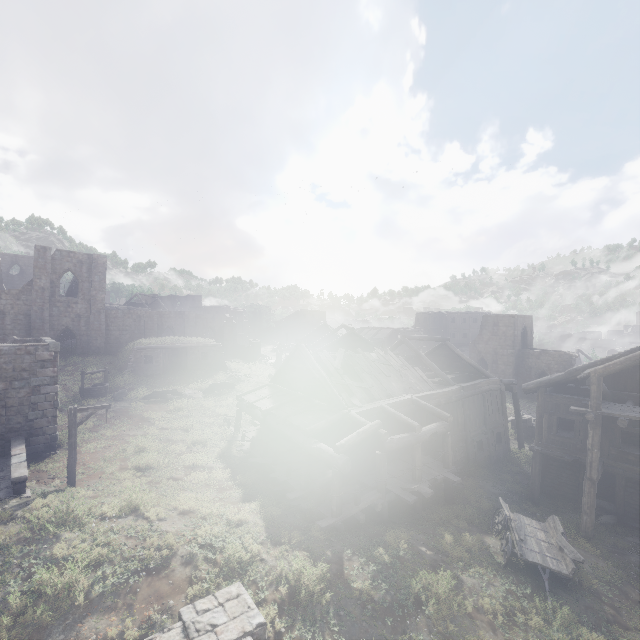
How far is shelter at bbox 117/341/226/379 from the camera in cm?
2995

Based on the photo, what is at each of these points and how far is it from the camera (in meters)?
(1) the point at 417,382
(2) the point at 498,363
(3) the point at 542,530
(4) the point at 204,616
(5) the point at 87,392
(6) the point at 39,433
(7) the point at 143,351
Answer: (1) wooden plank rubble, 20.50
(2) building, 42.22
(3) cart, 12.85
(4) building, 6.30
(5) well, 24.75
(6) building, 16.06
(7) shelter, 30.61

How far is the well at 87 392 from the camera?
24.66m

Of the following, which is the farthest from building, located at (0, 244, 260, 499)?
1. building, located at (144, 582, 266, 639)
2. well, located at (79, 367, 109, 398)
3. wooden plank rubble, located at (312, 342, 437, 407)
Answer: building, located at (144, 582, 266, 639)

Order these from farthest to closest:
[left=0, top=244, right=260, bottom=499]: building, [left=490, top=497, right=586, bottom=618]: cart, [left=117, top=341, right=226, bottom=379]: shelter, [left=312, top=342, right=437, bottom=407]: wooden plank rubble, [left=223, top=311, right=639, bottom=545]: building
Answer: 1. [left=117, top=341, right=226, bottom=379]: shelter
2. [left=312, top=342, right=437, bottom=407]: wooden plank rubble
3. [left=0, top=244, right=260, bottom=499]: building
4. [left=223, top=311, right=639, bottom=545]: building
5. [left=490, top=497, right=586, bottom=618]: cart

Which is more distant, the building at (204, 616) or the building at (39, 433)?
the building at (39, 433)

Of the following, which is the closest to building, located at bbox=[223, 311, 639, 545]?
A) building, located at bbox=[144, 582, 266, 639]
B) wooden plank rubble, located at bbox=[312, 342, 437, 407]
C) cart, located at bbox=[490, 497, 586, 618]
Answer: wooden plank rubble, located at bbox=[312, 342, 437, 407]

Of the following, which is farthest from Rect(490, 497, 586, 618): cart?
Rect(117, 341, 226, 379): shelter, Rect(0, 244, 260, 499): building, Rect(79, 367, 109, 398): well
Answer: Rect(117, 341, 226, 379): shelter
